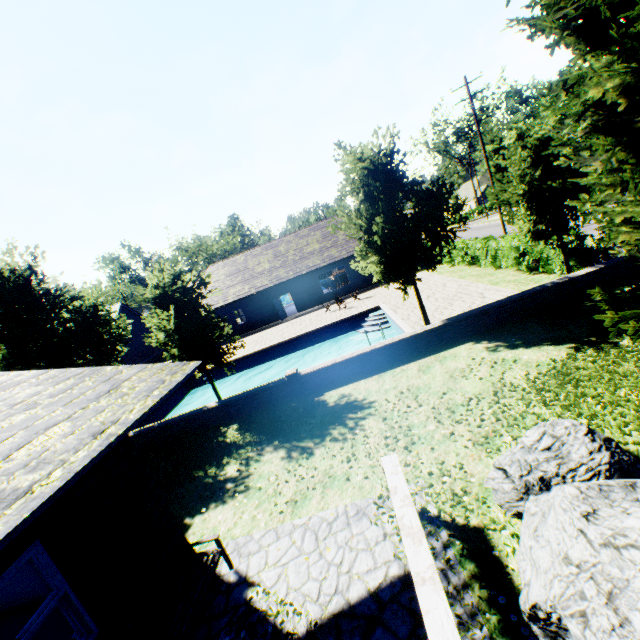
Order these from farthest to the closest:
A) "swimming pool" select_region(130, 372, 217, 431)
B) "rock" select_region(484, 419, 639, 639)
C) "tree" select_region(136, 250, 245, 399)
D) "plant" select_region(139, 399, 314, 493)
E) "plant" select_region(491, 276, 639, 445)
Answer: "swimming pool" select_region(130, 372, 217, 431), "tree" select_region(136, 250, 245, 399), "plant" select_region(139, 399, 314, 493), "plant" select_region(491, 276, 639, 445), "rock" select_region(484, 419, 639, 639)

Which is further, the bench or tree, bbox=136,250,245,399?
tree, bbox=136,250,245,399

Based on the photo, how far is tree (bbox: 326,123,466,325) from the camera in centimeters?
1054cm

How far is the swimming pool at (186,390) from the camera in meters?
18.0

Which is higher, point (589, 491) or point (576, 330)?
point (589, 491)

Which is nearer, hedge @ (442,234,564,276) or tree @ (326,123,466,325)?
tree @ (326,123,466,325)

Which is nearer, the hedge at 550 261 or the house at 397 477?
the house at 397 477
